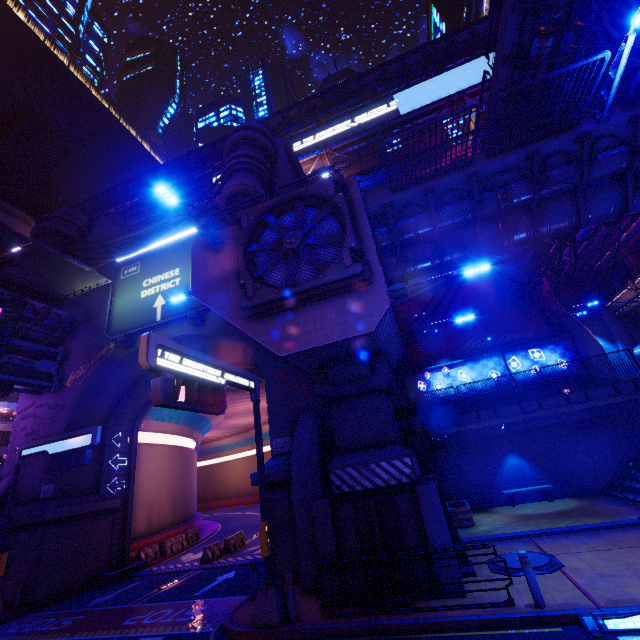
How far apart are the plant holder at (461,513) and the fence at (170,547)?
18.8 meters

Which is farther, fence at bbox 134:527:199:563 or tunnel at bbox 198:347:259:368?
fence at bbox 134:527:199:563

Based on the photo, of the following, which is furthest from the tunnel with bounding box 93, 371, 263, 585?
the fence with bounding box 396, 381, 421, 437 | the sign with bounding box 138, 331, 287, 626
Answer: the fence with bounding box 396, 381, 421, 437

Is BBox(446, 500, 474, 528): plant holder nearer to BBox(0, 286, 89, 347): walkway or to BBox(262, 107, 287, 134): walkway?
BBox(262, 107, 287, 134): walkway

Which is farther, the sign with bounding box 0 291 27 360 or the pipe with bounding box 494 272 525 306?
the pipe with bounding box 494 272 525 306

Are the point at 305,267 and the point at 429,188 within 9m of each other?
yes

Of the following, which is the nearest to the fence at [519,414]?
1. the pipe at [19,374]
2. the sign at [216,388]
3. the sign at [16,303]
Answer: the sign at [216,388]

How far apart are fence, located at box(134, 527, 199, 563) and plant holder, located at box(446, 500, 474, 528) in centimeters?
1876cm
